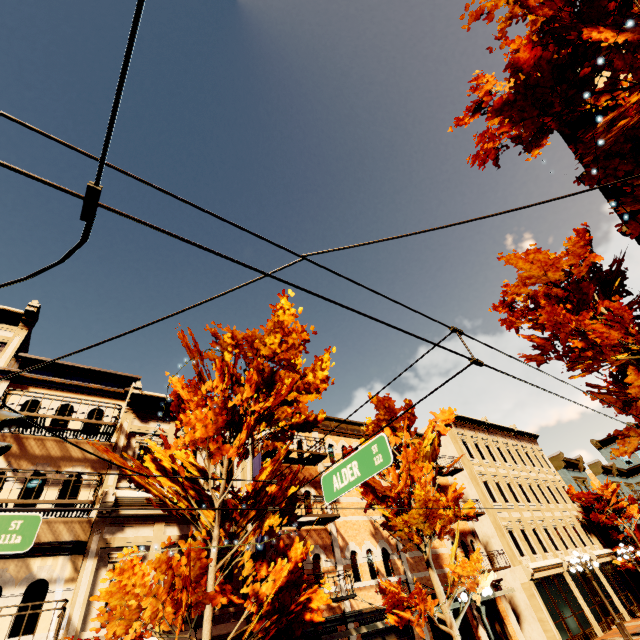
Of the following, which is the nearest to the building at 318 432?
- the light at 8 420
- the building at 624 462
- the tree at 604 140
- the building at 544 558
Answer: the tree at 604 140

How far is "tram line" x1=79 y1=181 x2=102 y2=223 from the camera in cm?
187

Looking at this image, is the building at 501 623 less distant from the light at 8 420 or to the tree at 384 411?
the tree at 384 411

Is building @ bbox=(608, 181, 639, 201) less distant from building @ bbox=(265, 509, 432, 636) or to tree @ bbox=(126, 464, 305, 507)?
tree @ bbox=(126, 464, 305, 507)

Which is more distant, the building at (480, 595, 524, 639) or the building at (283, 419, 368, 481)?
the building at (480, 595, 524, 639)

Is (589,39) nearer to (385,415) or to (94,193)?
(94,193)

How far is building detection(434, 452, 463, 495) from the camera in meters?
20.6

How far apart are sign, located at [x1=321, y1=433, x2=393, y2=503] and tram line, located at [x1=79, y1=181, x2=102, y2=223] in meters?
4.4 m
